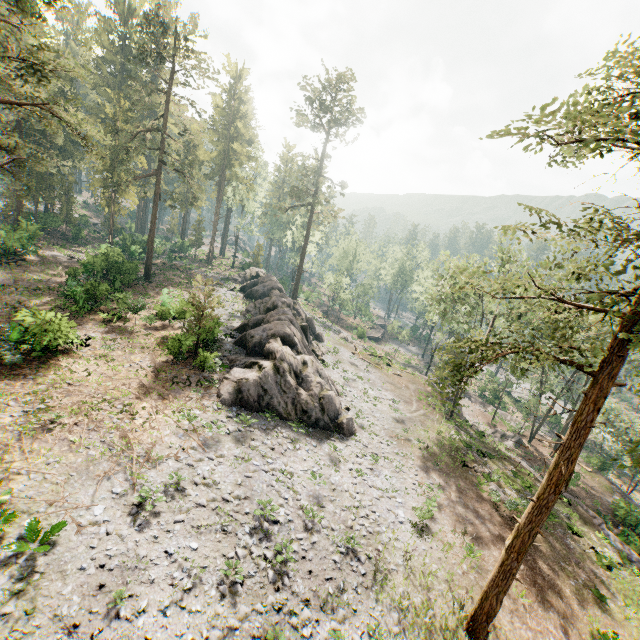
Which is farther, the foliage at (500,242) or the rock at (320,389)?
the rock at (320,389)

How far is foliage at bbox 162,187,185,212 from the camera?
39.2m

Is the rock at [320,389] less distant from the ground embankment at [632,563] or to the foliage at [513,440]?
the foliage at [513,440]

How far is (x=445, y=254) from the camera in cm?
3566

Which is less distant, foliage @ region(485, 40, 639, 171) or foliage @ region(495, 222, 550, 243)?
foliage @ region(485, 40, 639, 171)

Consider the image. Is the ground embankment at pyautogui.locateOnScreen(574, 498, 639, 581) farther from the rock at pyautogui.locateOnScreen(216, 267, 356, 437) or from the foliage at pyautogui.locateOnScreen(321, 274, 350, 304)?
the rock at pyautogui.locateOnScreen(216, 267, 356, 437)

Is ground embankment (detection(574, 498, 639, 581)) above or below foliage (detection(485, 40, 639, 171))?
below
